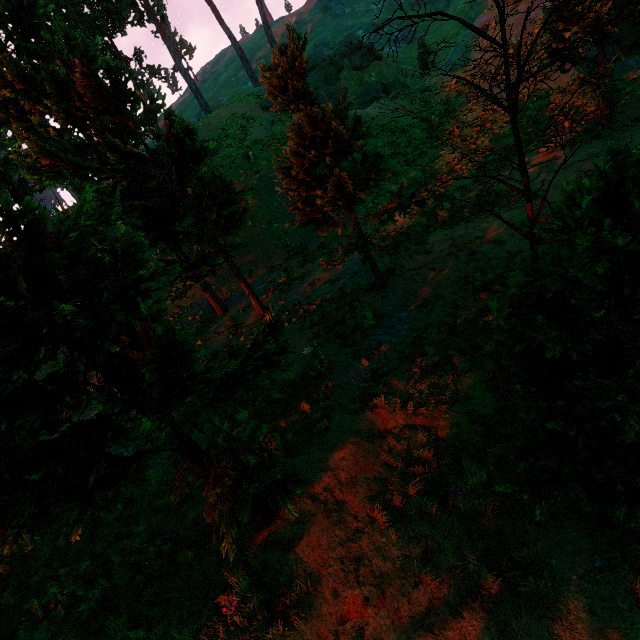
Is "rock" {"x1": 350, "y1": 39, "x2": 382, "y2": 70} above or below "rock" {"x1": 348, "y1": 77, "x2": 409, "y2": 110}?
above

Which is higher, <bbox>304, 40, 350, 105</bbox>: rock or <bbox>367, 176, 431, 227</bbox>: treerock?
<bbox>304, 40, 350, 105</bbox>: rock

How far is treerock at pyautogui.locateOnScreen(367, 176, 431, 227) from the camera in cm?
741

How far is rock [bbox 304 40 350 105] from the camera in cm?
3184

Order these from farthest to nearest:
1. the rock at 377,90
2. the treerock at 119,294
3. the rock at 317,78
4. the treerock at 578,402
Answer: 1. the rock at 317,78
2. the rock at 377,90
3. the treerock at 119,294
4. the treerock at 578,402

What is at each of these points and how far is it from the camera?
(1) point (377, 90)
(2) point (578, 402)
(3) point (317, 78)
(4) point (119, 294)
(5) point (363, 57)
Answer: (1) rock, 29.66m
(2) treerock, 2.30m
(3) rock, 32.31m
(4) treerock, 2.80m
(5) rock, 32.81m

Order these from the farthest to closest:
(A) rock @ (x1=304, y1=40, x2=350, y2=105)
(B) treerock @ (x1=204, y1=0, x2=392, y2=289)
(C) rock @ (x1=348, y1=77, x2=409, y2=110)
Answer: (A) rock @ (x1=304, y1=40, x2=350, y2=105), (C) rock @ (x1=348, y1=77, x2=409, y2=110), (B) treerock @ (x1=204, y1=0, x2=392, y2=289)

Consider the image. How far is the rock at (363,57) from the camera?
32.3 meters
